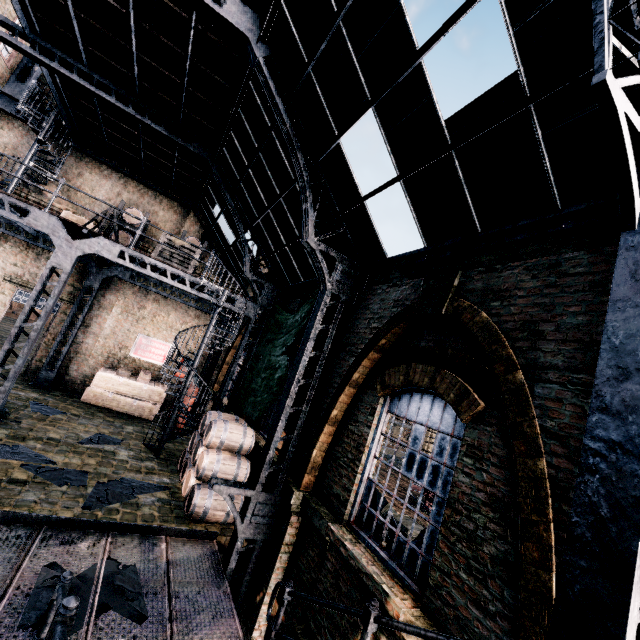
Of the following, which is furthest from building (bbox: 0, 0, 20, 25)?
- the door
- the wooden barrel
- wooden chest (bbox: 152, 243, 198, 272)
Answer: wooden chest (bbox: 152, 243, 198, 272)

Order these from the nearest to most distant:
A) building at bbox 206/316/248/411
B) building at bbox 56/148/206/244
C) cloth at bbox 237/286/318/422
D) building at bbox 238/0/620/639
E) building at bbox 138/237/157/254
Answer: building at bbox 238/0/620/639, cloth at bbox 237/286/318/422, building at bbox 56/148/206/244, building at bbox 138/237/157/254, building at bbox 206/316/248/411

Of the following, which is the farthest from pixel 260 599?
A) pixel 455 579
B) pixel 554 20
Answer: pixel 554 20

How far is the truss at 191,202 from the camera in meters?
15.6 m

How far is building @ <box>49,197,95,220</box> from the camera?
15.32m

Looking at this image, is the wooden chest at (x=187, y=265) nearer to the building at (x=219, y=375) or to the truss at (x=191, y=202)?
the building at (x=219, y=375)

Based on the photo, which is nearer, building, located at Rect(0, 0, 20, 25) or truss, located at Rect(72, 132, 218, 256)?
building, located at Rect(0, 0, 20, 25)

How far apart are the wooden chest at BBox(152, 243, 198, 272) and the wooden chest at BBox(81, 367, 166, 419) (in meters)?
6.92
